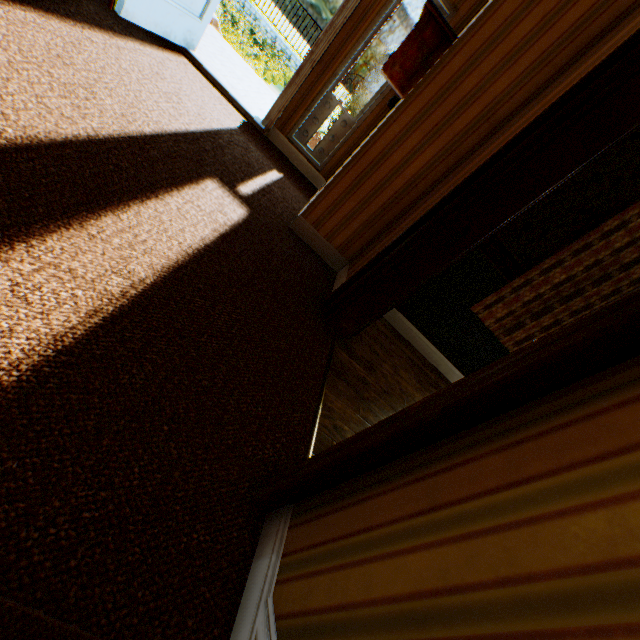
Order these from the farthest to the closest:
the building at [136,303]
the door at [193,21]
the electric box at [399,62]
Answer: the door at [193,21], the electric box at [399,62], the building at [136,303]

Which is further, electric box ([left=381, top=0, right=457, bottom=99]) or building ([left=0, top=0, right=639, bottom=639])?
electric box ([left=381, top=0, right=457, bottom=99])

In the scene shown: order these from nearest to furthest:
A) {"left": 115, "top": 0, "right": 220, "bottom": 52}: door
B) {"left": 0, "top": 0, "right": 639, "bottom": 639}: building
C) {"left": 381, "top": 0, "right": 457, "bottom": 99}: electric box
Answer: {"left": 0, "top": 0, "right": 639, "bottom": 639}: building, {"left": 381, "top": 0, "right": 457, "bottom": 99}: electric box, {"left": 115, "top": 0, "right": 220, "bottom": 52}: door

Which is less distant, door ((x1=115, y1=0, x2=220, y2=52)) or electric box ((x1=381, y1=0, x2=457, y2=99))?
electric box ((x1=381, y1=0, x2=457, y2=99))

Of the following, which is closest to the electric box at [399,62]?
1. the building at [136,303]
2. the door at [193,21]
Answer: the building at [136,303]

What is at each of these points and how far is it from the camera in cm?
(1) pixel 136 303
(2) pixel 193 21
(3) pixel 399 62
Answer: (1) building, 143
(2) door, 357
(3) electric box, 247

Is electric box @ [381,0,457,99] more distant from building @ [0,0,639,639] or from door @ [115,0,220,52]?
door @ [115,0,220,52]
